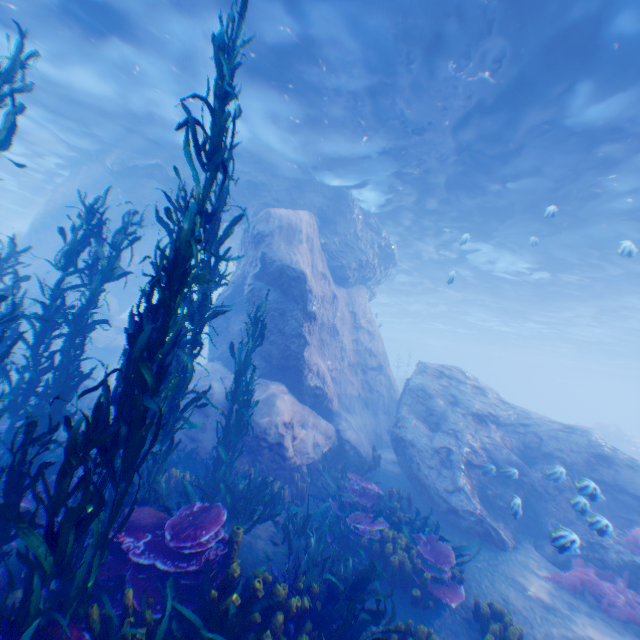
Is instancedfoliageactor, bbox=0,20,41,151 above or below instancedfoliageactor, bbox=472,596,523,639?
above

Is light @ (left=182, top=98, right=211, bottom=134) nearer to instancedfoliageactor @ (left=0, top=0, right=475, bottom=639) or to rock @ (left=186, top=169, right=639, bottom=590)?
rock @ (left=186, top=169, right=639, bottom=590)

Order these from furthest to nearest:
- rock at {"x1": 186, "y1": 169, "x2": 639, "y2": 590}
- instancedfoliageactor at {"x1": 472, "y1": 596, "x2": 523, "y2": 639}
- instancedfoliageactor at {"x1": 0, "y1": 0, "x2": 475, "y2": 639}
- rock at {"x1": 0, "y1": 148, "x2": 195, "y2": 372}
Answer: rock at {"x1": 0, "y1": 148, "x2": 195, "y2": 372} < rock at {"x1": 186, "y1": 169, "x2": 639, "y2": 590} < instancedfoliageactor at {"x1": 472, "y1": 596, "x2": 523, "y2": 639} < instancedfoliageactor at {"x1": 0, "y1": 0, "x2": 475, "y2": 639}

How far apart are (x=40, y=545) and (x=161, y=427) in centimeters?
136cm

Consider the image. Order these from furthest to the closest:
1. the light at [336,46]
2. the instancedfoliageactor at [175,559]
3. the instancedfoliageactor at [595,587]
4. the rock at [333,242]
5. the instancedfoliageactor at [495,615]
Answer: the rock at [333,242] < the light at [336,46] < the instancedfoliageactor at [595,587] < the instancedfoliageactor at [495,615] < the instancedfoliageactor at [175,559]

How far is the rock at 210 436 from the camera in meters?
9.0 m

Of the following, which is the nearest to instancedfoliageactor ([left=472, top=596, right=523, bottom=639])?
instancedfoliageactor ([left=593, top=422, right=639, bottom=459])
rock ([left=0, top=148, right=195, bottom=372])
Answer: rock ([left=0, top=148, right=195, bottom=372])

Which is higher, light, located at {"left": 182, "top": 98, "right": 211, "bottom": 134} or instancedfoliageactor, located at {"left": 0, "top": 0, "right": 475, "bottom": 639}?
light, located at {"left": 182, "top": 98, "right": 211, "bottom": 134}
